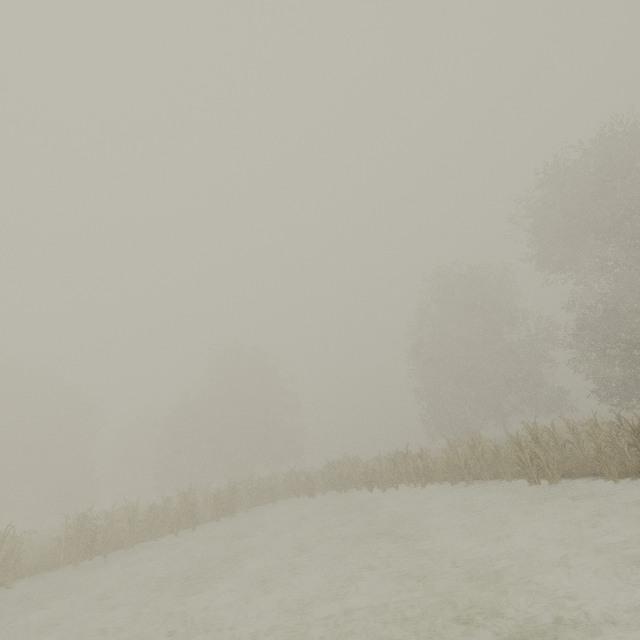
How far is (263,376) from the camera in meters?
42.2
